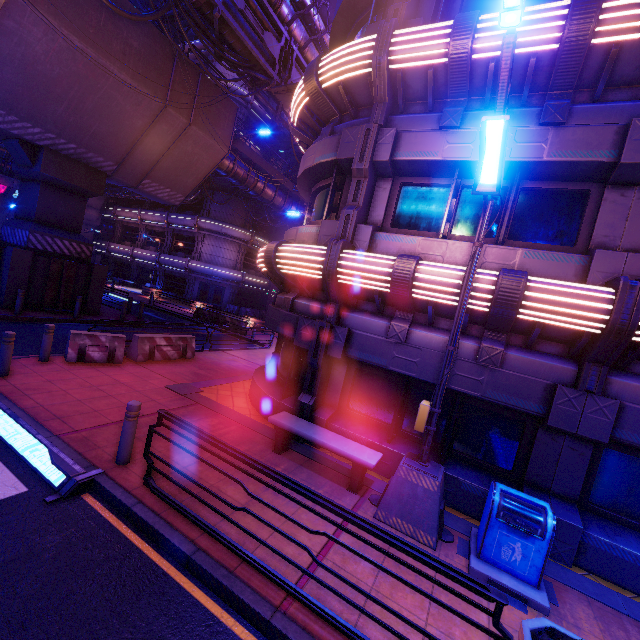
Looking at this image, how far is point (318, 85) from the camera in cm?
799

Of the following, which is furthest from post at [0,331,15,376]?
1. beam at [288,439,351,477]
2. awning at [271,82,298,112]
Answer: awning at [271,82,298,112]

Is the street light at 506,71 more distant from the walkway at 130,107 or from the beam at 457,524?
the walkway at 130,107

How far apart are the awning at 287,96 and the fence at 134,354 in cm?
1174

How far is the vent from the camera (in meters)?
42.62

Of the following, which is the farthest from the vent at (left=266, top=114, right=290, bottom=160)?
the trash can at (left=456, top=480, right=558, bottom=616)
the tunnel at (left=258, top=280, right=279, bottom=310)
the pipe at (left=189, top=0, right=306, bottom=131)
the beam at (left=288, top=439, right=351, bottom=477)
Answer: the trash can at (left=456, top=480, right=558, bottom=616)

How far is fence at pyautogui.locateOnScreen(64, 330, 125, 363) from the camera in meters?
9.6

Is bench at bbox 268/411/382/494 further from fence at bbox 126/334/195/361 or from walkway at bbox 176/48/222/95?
walkway at bbox 176/48/222/95
